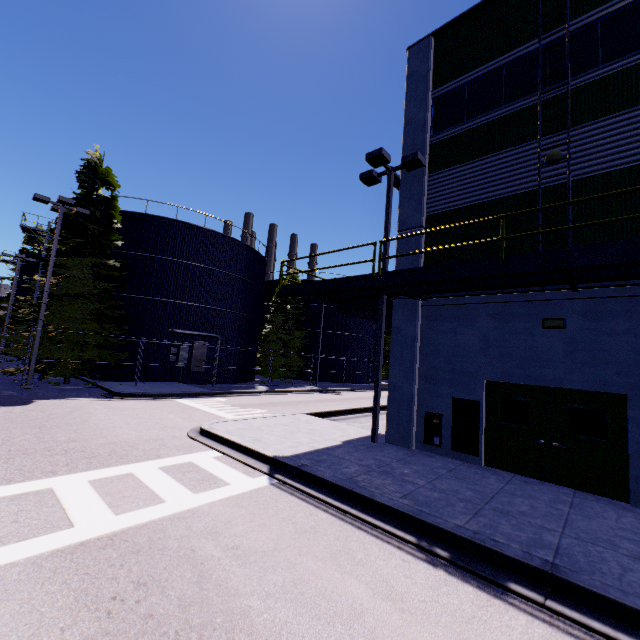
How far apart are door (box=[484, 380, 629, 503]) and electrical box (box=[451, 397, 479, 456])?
0.09m

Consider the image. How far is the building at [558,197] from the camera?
8.6 meters

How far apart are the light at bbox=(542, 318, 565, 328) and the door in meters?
1.5

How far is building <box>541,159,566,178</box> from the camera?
8.72m

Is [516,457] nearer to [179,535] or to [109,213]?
[179,535]

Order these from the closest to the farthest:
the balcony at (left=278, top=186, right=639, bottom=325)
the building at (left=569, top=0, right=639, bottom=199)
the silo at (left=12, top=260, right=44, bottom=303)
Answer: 1. the balcony at (left=278, top=186, right=639, bottom=325)
2. the building at (left=569, top=0, right=639, bottom=199)
3. the silo at (left=12, top=260, right=44, bottom=303)

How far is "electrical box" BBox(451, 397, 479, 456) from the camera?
9.2m

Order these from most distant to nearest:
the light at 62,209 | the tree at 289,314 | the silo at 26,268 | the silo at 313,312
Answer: the silo at 313,312, the silo at 26,268, the tree at 289,314, the light at 62,209
